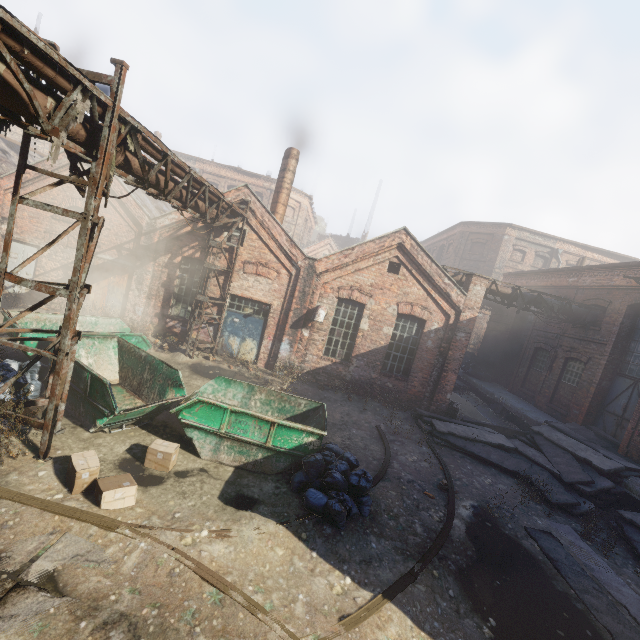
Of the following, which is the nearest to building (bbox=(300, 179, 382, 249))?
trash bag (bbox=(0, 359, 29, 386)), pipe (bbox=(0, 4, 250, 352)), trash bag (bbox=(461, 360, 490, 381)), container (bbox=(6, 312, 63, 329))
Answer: trash bag (bbox=(461, 360, 490, 381))

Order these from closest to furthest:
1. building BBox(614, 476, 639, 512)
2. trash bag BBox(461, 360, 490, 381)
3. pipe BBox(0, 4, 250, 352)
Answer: pipe BBox(0, 4, 250, 352) → building BBox(614, 476, 639, 512) → trash bag BBox(461, 360, 490, 381)

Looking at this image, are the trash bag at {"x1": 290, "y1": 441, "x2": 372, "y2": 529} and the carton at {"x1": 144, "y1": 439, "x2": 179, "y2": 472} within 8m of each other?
yes

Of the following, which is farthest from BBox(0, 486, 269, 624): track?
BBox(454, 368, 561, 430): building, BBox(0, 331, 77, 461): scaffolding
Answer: BBox(454, 368, 561, 430): building

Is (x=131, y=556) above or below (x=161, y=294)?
below

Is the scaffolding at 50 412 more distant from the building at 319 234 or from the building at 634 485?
the building at 319 234

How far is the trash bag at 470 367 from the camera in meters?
21.3 m

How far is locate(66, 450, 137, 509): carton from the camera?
5.3 meters
